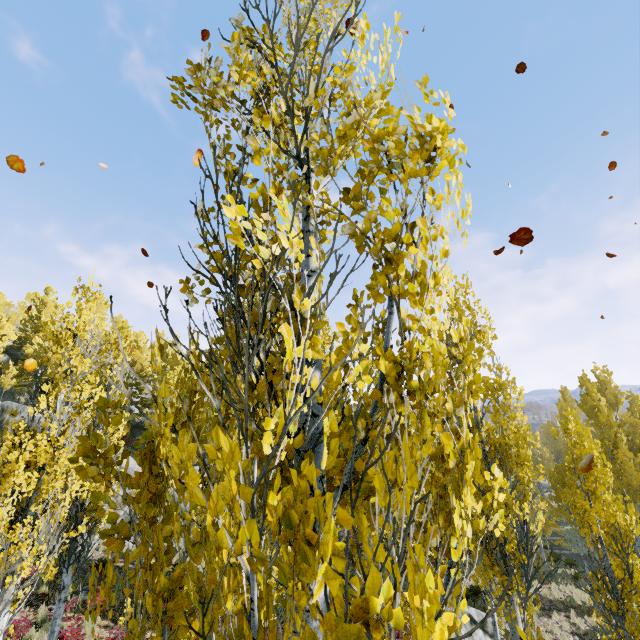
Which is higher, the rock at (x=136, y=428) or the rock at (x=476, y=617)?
the rock at (x=136, y=428)

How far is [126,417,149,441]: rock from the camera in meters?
32.8

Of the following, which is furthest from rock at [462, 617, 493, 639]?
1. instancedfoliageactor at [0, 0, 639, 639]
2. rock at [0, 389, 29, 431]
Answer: rock at [0, 389, 29, 431]

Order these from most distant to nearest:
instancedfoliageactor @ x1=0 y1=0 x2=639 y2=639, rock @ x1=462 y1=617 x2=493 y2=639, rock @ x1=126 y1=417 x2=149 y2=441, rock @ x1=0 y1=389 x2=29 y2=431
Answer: rock @ x1=126 y1=417 x2=149 y2=441 → rock @ x1=0 y1=389 x2=29 y2=431 → rock @ x1=462 y1=617 x2=493 y2=639 → instancedfoliageactor @ x1=0 y1=0 x2=639 y2=639

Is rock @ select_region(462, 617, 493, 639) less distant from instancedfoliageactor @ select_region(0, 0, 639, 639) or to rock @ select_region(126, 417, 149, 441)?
instancedfoliageactor @ select_region(0, 0, 639, 639)

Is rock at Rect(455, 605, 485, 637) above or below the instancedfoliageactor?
Answer: below

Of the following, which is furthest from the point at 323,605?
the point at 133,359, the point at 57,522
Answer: the point at 133,359

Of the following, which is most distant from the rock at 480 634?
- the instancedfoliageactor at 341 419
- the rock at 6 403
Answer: the rock at 6 403
